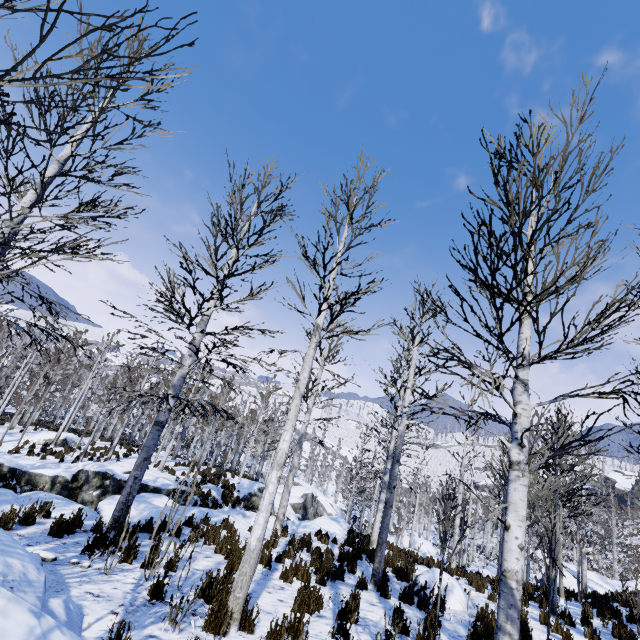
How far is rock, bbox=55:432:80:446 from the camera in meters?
22.6

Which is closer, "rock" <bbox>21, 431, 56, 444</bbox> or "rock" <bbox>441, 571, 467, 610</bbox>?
"rock" <bbox>441, 571, 467, 610</bbox>

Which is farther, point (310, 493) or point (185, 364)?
point (310, 493)

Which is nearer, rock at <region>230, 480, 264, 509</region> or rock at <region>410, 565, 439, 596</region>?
rock at <region>410, 565, 439, 596</region>

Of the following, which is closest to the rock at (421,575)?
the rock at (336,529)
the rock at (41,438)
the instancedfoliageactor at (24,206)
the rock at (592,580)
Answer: the instancedfoliageactor at (24,206)

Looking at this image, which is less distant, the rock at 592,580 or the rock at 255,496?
the rock at 592,580

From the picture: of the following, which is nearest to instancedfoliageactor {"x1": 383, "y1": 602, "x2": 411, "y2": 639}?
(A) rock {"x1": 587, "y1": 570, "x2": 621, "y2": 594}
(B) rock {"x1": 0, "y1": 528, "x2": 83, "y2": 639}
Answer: (B) rock {"x1": 0, "y1": 528, "x2": 83, "y2": 639}

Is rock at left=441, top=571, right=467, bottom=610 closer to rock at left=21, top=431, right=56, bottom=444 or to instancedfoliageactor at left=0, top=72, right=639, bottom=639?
instancedfoliageactor at left=0, top=72, right=639, bottom=639
